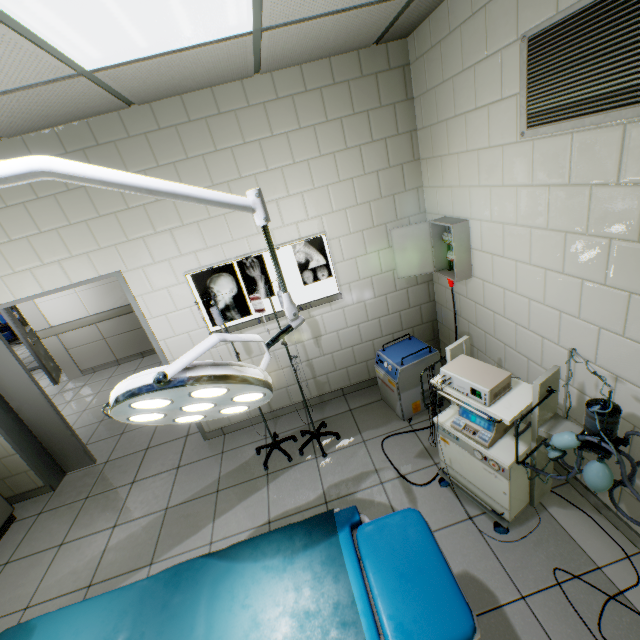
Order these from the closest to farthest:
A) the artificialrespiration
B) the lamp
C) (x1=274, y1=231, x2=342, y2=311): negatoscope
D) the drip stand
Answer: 1. the lamp
2. the artificialrespiration
3. the drip stand
4. (x1=274, y1=231, x2=342, y2=311): negatoscope

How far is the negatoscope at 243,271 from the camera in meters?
3.0 m

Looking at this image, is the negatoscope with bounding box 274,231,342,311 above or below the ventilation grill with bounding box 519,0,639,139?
below

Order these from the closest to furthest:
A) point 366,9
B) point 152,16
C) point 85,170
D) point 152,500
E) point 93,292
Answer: point 85,170 < point 152,16 < point 366,9 < point 152,500 < point 93,292

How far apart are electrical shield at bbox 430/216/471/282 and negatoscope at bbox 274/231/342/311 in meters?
1.0 m

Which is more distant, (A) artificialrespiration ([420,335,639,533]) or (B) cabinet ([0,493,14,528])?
(B) cabinet ([0,493,14,528])

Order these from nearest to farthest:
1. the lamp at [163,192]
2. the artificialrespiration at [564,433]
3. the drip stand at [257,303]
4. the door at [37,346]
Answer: the lamp at [163,192] < the artificialrespiration at [564,433] < the drip stand at [257,303] < the door at [37,346]

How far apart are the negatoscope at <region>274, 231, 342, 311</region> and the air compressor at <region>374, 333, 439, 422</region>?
0.66m
